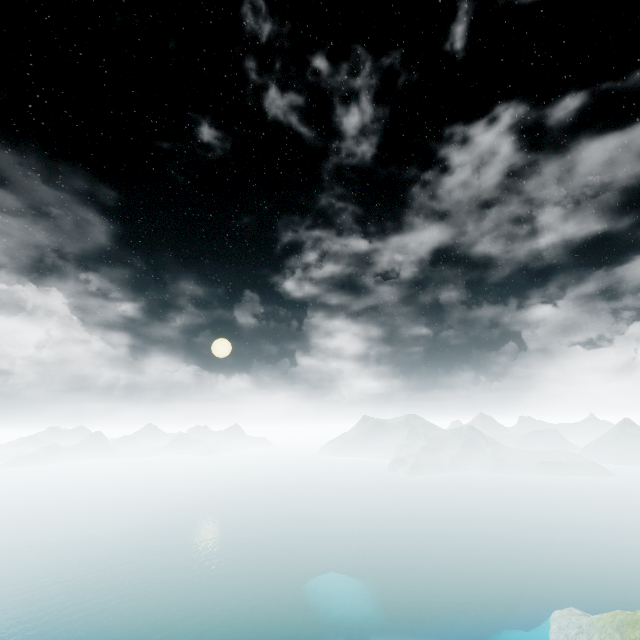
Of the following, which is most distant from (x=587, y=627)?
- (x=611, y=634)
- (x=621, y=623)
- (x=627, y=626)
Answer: (x=627, y=626)
